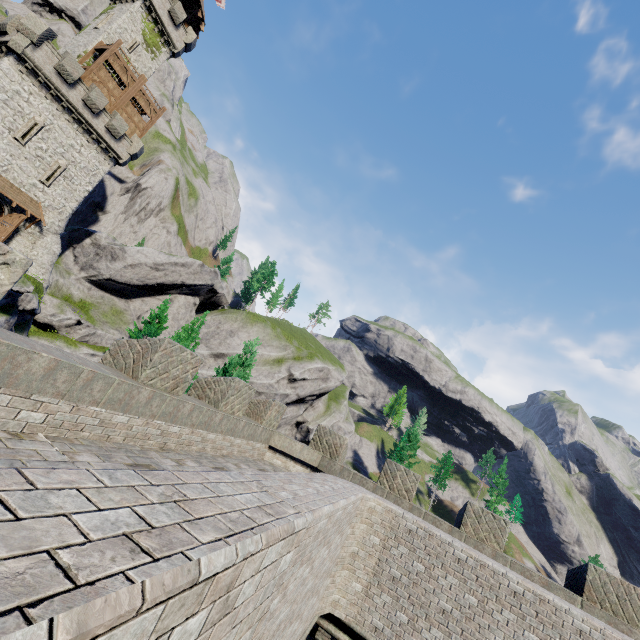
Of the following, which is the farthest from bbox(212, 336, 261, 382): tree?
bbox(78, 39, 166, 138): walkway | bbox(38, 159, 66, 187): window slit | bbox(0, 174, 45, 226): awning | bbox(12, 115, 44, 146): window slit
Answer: bbox(78, 39, 166, 138): walkway

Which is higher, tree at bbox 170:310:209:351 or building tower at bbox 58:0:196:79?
building tower at bbox 58:0:196:79

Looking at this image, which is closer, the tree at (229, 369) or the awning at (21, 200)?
the tree at (229, 369)

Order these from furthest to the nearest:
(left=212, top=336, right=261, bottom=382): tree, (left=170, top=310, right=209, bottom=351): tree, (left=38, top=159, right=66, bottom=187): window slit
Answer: (left=38, top=159, right=66, bottom=187): window slit → (left=170, top=310, right=209, bottom=351): tree → (left=212, top=336, right=261, bottom=382): tree

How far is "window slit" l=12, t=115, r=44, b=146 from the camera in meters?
26.0

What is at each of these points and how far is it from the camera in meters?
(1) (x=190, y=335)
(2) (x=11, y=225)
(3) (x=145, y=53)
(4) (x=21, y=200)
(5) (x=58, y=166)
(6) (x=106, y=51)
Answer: (1) tree, 19.0 m
(2) double door, 26.8 m
(3) building tower, 34.8 m
(4) awning, 27.1 m
(5) window slit, 28.9 m
(6) walkway, 29.5 m

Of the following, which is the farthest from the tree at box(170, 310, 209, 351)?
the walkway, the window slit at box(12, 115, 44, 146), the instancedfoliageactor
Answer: the instancedfoliageactor

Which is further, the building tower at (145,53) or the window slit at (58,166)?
the building tower at (145,53)
